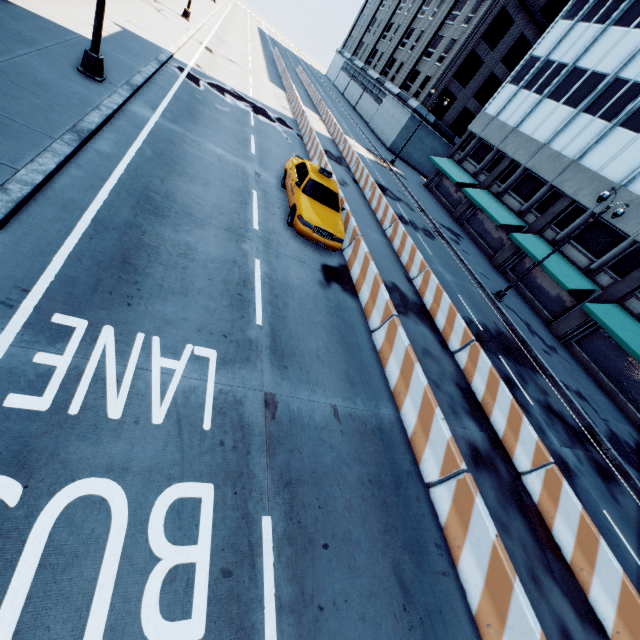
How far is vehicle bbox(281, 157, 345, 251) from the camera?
10.1m

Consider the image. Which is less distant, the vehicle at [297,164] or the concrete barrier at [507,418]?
the concrete barrier at [507,418]

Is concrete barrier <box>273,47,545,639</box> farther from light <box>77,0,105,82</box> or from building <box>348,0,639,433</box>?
building <box>348,0,639,433</box>

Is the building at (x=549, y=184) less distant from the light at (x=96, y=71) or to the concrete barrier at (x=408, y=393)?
the concrete barrier at (x=408, y=393)

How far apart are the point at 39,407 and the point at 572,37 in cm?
4281

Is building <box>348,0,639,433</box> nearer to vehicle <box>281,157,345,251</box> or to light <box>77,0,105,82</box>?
vehicle <box>281,157,345,251</box>

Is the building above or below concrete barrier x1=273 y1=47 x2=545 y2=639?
above

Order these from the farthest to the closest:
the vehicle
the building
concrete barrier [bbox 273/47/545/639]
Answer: the building → the vehicle → concrete barrier [bbox 273/47/545/639]
